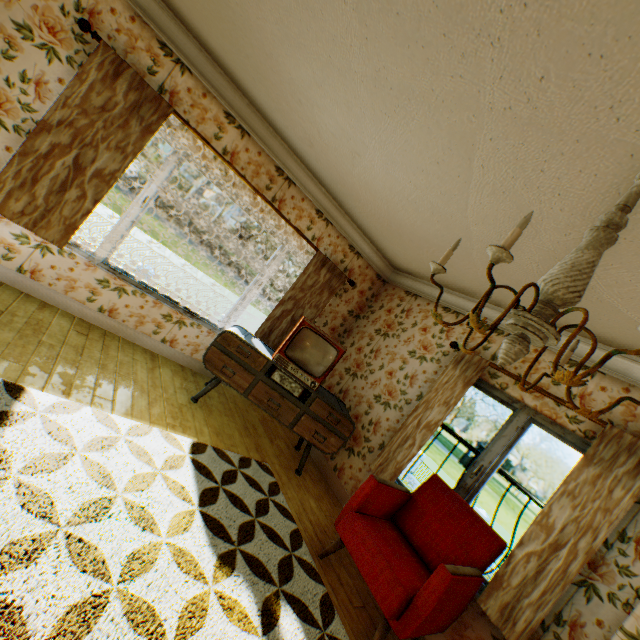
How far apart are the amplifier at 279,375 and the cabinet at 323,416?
0.0 meters

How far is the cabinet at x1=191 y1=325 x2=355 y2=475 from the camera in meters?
3.8

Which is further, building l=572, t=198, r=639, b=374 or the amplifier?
the amplifier

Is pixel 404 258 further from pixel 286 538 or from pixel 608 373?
pixel 286 538

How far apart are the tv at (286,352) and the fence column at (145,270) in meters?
14.9

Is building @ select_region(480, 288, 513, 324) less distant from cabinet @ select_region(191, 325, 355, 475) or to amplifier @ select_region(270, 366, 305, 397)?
cabinet @ select_region(191, 325, 355, 475)

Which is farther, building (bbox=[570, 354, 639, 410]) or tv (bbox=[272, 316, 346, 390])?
tv (bbox=[272, 316, 346, 390])

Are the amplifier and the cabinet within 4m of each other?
yes
